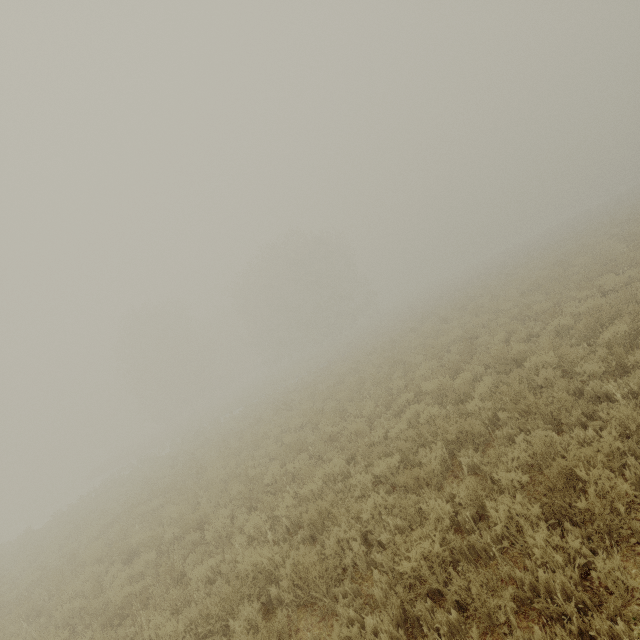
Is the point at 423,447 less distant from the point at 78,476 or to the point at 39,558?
the point at 39,558
